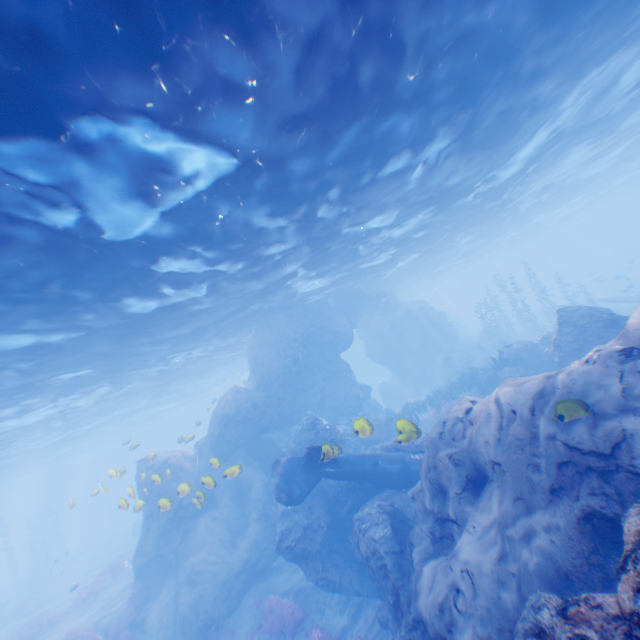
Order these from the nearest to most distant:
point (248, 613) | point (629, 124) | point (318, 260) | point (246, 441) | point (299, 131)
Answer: point (299, 131), point (248, 613), point (318, 260), point (246, 441), point (629, 124)

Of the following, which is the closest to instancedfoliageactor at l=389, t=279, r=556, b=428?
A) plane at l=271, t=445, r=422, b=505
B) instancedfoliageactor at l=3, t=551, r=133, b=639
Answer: plane at l=271, t=445, r=422, b=505

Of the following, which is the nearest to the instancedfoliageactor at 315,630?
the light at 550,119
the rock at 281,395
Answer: the rock at 281,395

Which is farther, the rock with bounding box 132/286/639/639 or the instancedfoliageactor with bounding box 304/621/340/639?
the instancedfoliageactor with bounding box 304/621/340/639

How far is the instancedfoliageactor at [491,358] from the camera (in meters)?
20.17

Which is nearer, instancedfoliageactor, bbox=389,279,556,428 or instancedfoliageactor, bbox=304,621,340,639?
instancedfoliageactor, bbox=304,621,340,639
